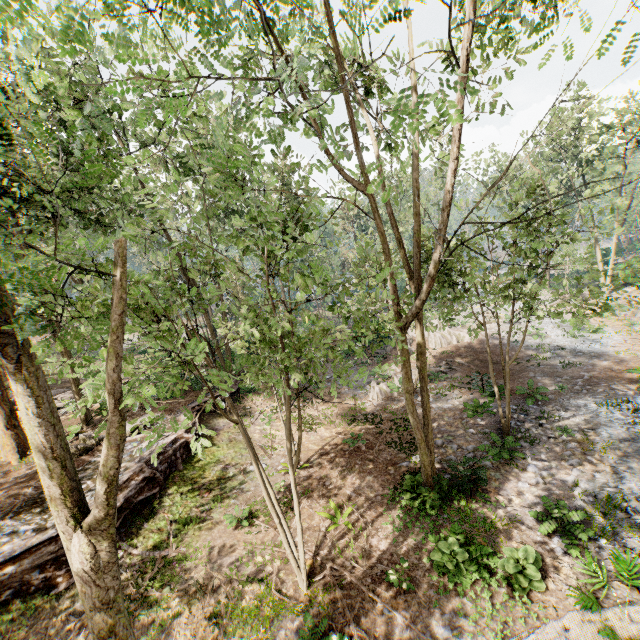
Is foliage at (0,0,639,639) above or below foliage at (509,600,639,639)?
above

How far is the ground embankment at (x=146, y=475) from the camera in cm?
1062

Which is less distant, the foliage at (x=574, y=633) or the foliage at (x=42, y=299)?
the foliage at (x=42, y=299)

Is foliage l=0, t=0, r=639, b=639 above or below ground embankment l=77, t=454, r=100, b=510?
above

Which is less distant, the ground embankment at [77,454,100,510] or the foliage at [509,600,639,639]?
the foliage at [509,600,639,639]

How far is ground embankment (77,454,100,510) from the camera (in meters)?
10.87

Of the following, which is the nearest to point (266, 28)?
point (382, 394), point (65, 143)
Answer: point (65, 143)
